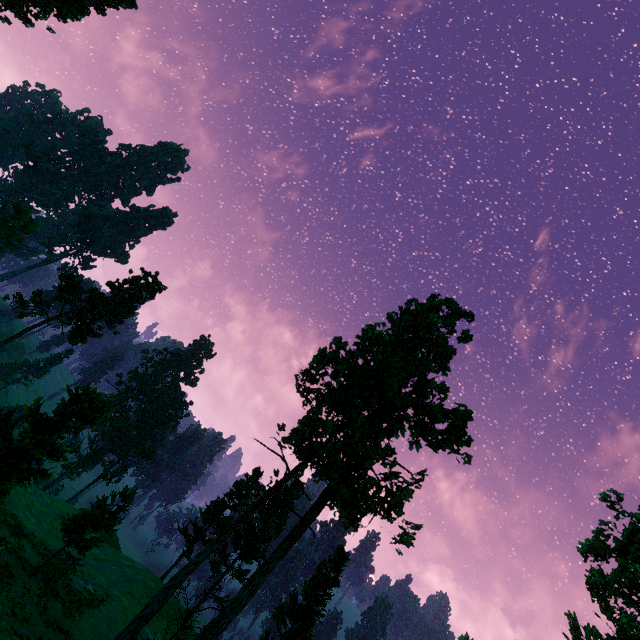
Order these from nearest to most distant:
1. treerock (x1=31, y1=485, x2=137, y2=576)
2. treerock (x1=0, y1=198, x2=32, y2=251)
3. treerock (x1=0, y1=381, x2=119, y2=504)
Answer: treerock (x1=0, y1=381, x2=119, y2=504) < treerock (x1=31, y1=485, x2=137, y2=576) < treerock (x1=0, y1=198, x2=32, y2=251)

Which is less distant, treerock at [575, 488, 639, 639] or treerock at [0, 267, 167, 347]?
treerock at [575, 488, 639, 639]

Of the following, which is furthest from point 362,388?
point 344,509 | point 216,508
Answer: point 216,508

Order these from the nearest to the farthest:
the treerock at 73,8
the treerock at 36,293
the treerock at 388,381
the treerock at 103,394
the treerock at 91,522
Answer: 1. the treerock at 103,394
2. the treerock at 91,522
3. the treerock at 388,381
4. the treerock at 73,8
5. the treerock at 36,293

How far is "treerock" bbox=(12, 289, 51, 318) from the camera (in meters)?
36.49

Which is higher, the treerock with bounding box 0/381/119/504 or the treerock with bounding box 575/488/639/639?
the treerock with bounding box 575/488/639/639

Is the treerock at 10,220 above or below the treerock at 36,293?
above
